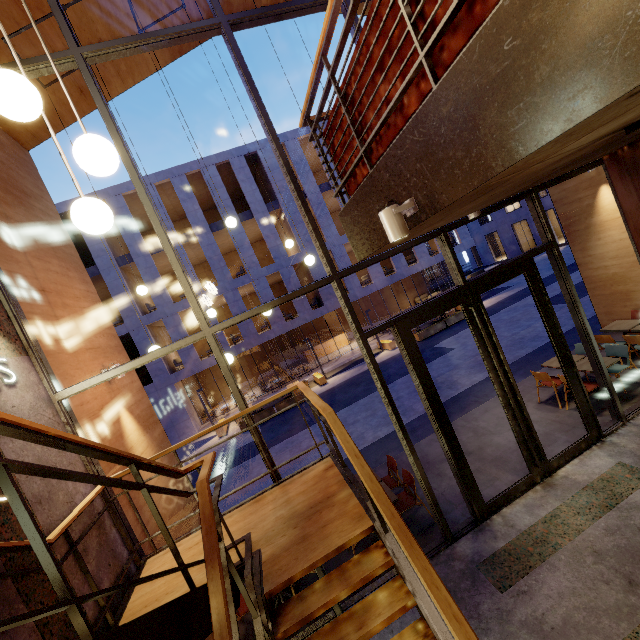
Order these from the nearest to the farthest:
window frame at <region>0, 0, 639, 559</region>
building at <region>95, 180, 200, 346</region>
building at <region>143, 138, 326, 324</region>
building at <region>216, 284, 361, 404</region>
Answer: window frame at <region>0, 0, 639, 559</region>, building at <region>95, 180, 200, 346</region>, building at <region>143, 138, 326, 324</region>, building at <region>216, 284, 361, 404</region>

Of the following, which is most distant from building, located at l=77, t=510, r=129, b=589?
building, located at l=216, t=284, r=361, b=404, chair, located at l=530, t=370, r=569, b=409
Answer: building, located at l=216, t=284, r=361, b=404

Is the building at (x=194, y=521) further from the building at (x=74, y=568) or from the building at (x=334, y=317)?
the building at (x=334, y=317)

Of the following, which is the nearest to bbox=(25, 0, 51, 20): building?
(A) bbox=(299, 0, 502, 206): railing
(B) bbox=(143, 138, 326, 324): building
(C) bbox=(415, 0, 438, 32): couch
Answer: (A) bbox=(299, 0, 502, 206): railing

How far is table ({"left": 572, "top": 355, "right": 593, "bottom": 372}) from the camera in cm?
671

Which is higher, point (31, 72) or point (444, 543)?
point (31, 72)

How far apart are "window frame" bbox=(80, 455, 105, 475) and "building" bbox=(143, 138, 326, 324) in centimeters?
1676cm

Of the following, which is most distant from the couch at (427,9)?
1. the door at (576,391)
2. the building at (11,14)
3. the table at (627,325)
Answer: the table at (627,325)
